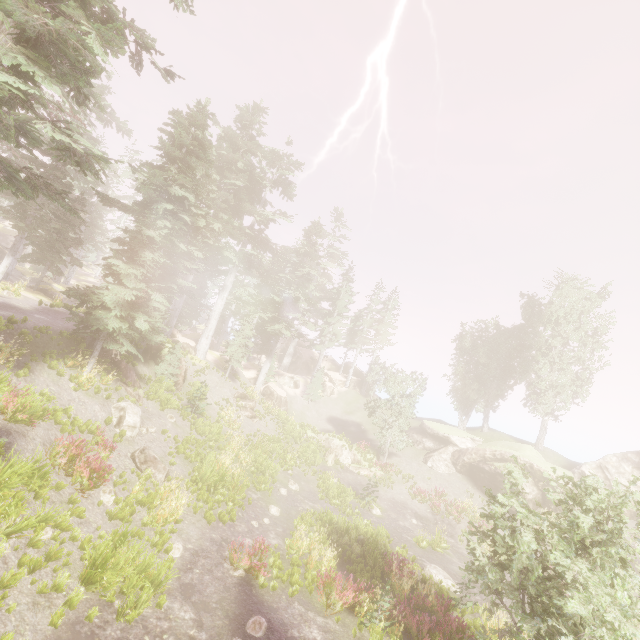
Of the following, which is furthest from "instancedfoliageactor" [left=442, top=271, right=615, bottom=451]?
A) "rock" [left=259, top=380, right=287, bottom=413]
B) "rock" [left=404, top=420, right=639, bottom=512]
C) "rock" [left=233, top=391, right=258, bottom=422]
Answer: "rock" [left=233, top=391, right=258, bottom=422]

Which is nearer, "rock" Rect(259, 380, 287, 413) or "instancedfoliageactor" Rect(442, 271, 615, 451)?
"instancedfoliageactor" Rect(442, 271, 615, 451)

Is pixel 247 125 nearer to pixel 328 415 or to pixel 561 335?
pixel 328 415

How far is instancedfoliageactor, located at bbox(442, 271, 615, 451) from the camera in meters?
34.0

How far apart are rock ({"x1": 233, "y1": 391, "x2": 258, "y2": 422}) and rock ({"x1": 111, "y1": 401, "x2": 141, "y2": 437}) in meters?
12.2 m

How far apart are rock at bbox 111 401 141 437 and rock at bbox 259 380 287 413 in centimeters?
1831cm

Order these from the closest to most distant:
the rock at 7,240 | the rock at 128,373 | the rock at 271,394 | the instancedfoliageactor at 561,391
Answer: the rock at 128,373 → the instancedfoliageactor at 561,391 → the rock at 271,394 → the rock at 7,240

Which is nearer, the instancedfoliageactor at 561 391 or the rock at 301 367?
the instancedfoliageactor at 561 391
